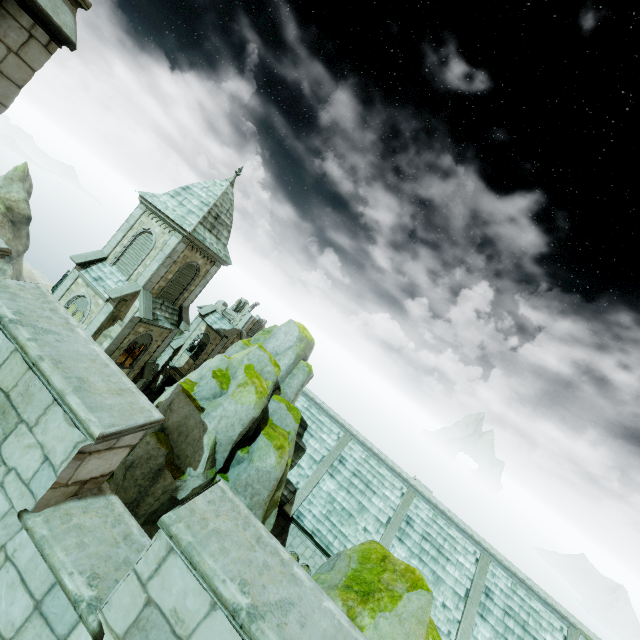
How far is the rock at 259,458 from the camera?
12.0 meters

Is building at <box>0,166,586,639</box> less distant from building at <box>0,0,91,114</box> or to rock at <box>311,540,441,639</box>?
rock at <box>311,540,441,639</box>

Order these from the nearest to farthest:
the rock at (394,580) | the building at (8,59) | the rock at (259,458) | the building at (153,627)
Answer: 1. the building at (153,627)
2. the building at (8,59)
3. the rock at (394,580)
4. the rock at (259,458)

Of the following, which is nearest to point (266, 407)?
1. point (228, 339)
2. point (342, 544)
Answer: point (342, 544)

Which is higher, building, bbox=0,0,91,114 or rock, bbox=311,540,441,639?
building, bbox=0,0,91,114

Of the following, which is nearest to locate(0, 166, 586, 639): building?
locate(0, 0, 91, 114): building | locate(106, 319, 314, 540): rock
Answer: locate(106, 319, 314, 540): rock

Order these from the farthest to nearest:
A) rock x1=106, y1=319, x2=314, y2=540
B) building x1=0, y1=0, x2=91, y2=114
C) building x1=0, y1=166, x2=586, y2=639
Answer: rock x1=106, y1=319, x2=314, y2=540 → building x1=0, y1=0, x2=91, y2=114 → building x1=0, y1=166, x2=586, y2=639
